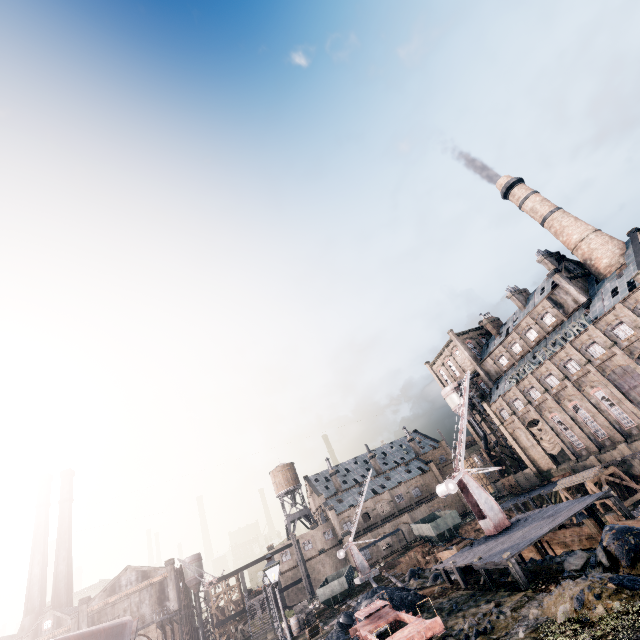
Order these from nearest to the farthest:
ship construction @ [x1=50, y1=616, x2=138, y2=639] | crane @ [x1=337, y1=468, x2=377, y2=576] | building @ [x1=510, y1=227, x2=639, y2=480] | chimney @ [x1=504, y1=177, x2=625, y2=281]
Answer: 1. ship construction @ [x1=50, y1=616, x2=138, y2=639]
2. building @ [x1=510, y1=227, x2=639, y2=480]
3. crane @ [x1=337, y1=468, x2=377, y2=576]
4. chimney @ [x1=504, y1=177, x2=625, y2=281]

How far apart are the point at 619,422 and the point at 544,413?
10.8m

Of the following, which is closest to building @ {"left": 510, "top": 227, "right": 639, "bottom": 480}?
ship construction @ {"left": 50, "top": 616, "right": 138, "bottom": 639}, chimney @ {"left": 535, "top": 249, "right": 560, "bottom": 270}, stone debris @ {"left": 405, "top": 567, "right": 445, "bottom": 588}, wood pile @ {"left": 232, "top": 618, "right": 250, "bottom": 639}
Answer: chimney @ {"left": 535, "top": 249, "right": 560, "bottom": 270}

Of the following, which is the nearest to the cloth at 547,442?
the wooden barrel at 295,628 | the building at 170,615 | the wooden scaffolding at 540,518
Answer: the wooden scaffolding at 540,518

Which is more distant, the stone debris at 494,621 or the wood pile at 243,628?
the wood pile at 243,628

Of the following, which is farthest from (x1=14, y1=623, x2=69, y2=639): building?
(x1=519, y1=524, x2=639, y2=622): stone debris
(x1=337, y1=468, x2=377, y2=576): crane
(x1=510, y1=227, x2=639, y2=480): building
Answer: (x1=510, y1=227, x2=639, y2=480): building

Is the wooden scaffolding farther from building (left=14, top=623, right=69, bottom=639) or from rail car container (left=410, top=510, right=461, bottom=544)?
building (left=14, top=623, right=69, bottom=639)

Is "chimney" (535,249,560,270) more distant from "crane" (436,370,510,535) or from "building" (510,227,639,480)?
"crane" (436,370,510,535)
